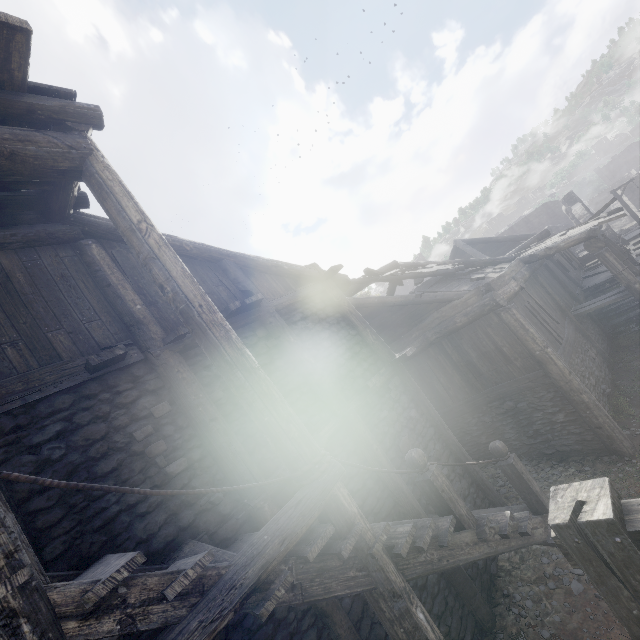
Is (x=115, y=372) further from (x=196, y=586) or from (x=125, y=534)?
(x=196, y=586)

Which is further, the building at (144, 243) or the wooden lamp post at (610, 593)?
the building at (144, 243)

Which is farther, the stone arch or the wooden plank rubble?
the stone arch

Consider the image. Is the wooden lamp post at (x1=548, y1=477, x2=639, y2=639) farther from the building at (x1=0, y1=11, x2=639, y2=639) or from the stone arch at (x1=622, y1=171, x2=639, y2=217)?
the stone arch at (x1=622, y1=171, x2=639, y2=217)

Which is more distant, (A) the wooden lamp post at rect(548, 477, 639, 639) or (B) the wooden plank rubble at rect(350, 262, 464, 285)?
(B) the wooden plank rubble at rect(350, 262, 464, 285)

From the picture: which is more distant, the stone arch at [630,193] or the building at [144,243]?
the stone arch at [630,193]

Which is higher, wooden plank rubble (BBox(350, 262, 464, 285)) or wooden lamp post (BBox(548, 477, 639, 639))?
wooden plank rubble (BBox(350, 262, 464, 285))

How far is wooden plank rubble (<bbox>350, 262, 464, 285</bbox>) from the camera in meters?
11.0 m
